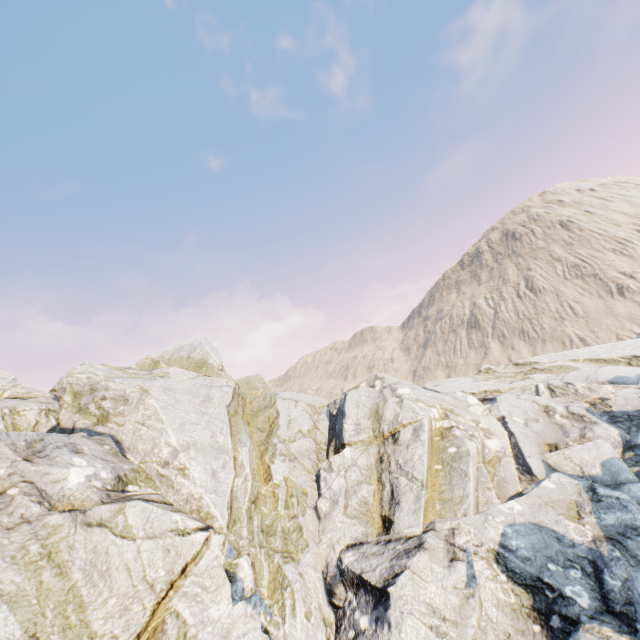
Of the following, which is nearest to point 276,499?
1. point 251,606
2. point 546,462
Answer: point 251,606
